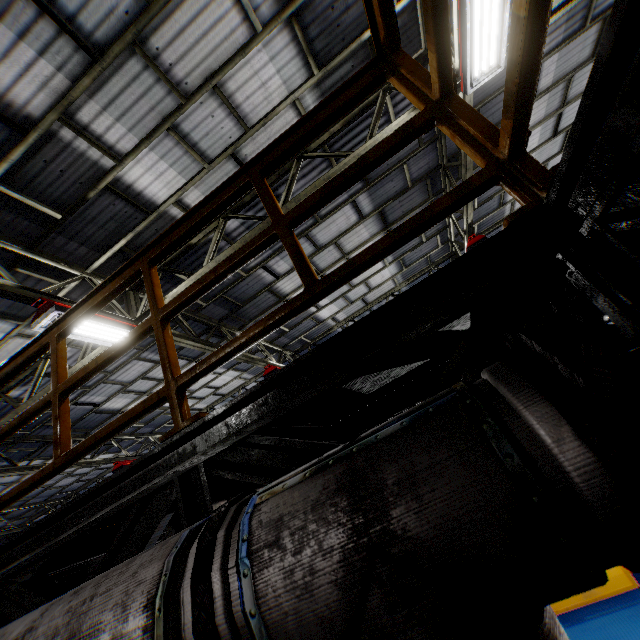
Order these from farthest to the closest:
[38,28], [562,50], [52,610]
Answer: [562,50] < [38,28] < [52,610]

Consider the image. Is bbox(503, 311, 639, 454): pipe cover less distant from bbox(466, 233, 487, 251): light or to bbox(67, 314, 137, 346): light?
bbox(67, 314, 137, 346): light

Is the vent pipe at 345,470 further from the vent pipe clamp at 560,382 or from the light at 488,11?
the light at 488,11

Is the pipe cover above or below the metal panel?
above

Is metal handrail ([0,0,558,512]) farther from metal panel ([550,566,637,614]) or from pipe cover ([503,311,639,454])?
metal panel ([550,566,637,614])

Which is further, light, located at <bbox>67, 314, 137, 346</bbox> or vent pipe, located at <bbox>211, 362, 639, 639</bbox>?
light, located at <bbox>67, 314, 137, 346</bbox>

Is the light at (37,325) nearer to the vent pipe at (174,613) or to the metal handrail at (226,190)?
the metal handrail at (226,190)

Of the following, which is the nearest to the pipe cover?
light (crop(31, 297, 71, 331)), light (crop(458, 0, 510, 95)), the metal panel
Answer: the metal panel
